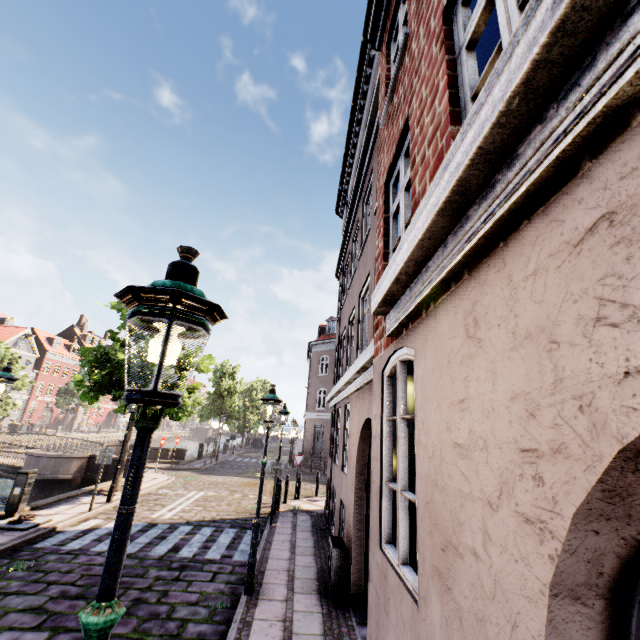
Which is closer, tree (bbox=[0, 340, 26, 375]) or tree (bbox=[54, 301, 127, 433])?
tree (bbox=[54, 301, 127, 433])

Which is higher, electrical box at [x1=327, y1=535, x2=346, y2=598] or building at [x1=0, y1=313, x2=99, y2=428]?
building at [x1=0, y1=313, x2=99, y2=428]

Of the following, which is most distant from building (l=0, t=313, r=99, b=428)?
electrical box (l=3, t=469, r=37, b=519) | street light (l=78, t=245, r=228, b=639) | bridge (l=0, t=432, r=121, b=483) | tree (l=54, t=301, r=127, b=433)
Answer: electrical box (l=3, t=469, r=37, b=519)

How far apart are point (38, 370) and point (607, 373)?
60.95m

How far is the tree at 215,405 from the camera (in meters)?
15.10

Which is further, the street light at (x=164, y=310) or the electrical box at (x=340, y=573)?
the electrical box at (x=340, y=573)

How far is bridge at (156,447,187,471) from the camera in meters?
21.9

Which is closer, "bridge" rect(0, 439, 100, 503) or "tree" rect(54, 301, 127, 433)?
"tree" rect(54, 301, 127, 433)
